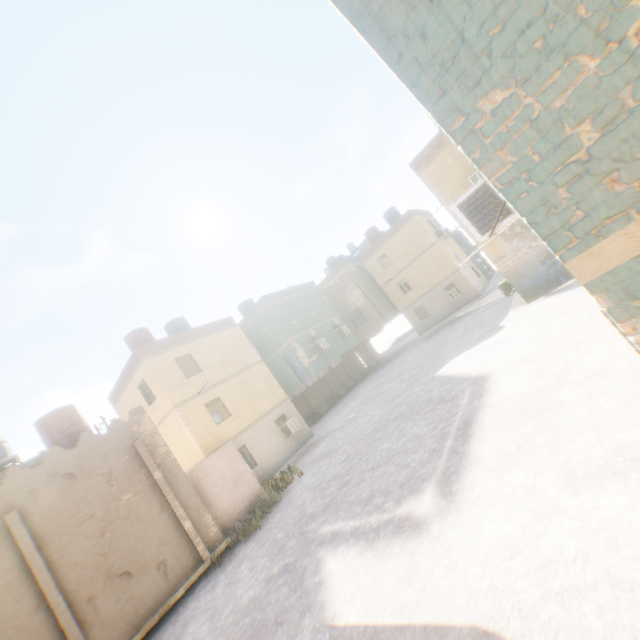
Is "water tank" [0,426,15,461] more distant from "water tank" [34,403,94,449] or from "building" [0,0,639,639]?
"water tank" [34,403,94,449]

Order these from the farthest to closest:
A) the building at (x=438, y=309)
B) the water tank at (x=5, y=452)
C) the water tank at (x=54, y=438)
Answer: the water tank at (x=5, y=452) → the water tank at (x=54, y=438) → the building at (x=438, y=309)

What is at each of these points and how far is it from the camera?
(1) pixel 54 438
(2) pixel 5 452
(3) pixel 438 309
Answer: (1) water tank, 13.2m
(2) water tank, 14.5m
(3) building, 30.9m

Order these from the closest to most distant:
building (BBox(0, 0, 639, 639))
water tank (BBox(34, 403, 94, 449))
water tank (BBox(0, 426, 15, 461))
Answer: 1. building (BBox(0, 0, 639, 639))
2. water tank (BBox(34, 403, 94, 449))
3. water tank (BBox(0, 426, 15, 461))

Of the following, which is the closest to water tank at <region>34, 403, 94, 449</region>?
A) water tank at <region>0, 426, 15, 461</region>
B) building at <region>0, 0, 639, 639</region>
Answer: building at <region>0, 0, 639, 639</region>

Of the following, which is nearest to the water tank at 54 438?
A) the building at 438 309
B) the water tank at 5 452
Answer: the building at 438 309

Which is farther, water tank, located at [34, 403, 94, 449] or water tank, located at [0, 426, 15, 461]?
water tank, located at [0, 426, 15, 461]
